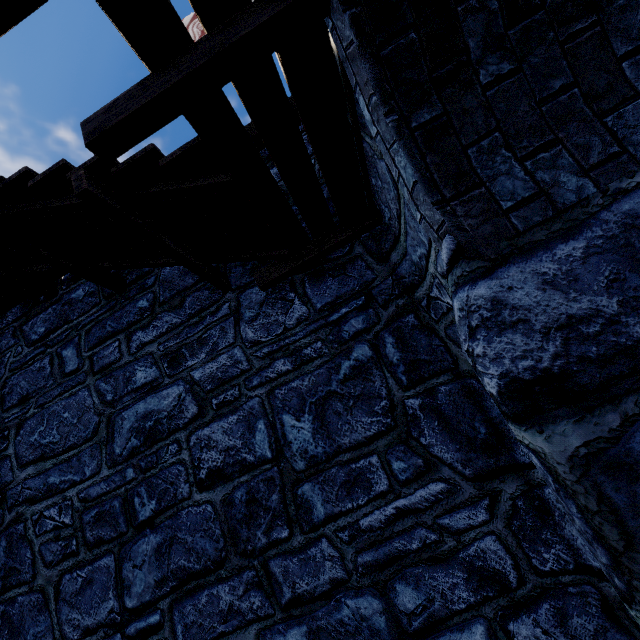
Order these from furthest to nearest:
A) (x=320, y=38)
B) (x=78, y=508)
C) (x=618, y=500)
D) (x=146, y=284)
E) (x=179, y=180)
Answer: (x=146, y=284) → (x=78, y=508) → (x=179, y=180) → (x=320, y=38) → (x=618, y=500)

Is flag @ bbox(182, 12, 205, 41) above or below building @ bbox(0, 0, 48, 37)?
above

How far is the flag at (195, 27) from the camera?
6.6m

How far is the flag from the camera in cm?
663

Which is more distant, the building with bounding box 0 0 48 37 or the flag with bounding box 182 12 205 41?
the flag with bounding box 182 12 205 41

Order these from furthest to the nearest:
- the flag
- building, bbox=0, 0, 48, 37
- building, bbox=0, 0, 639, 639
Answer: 1. the flag
2. building, bbox=0, 0, 48, 37
3. building, bbox=0, 0, 639, 639

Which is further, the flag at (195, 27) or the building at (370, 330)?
the flag at (195, 27)
